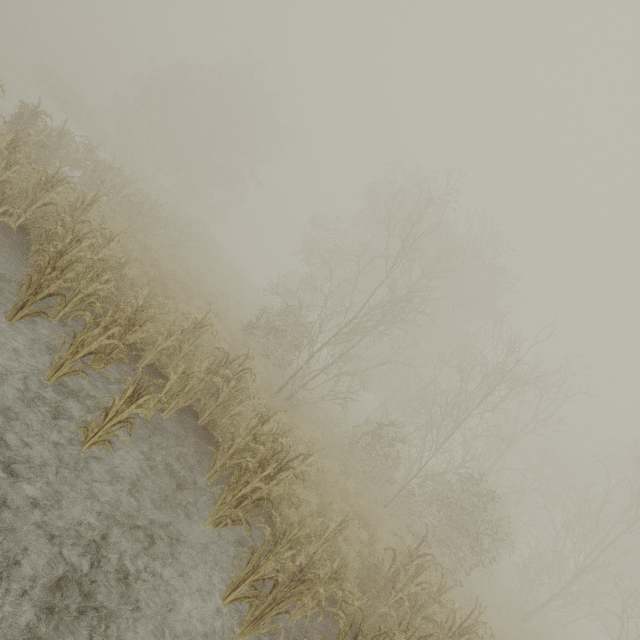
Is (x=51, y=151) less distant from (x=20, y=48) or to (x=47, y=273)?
(x=47, y=273)
